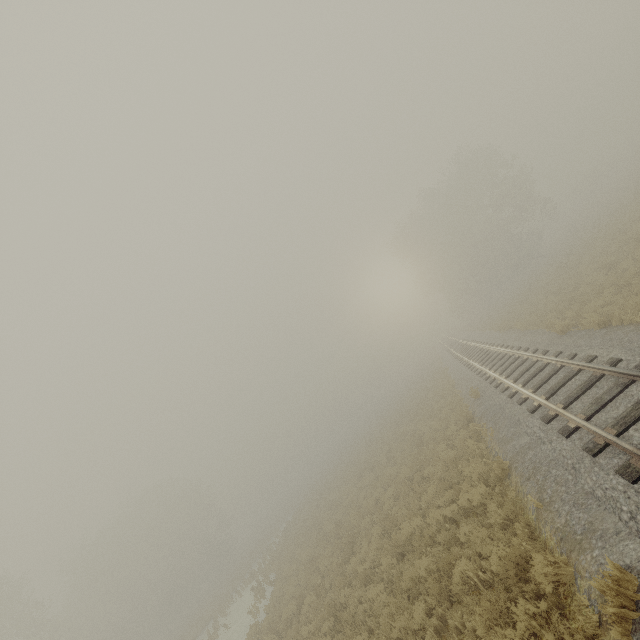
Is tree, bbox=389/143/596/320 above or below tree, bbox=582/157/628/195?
above

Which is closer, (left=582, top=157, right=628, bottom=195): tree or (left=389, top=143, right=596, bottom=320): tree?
(left=389, top=143, right=596, bottom=320): tree

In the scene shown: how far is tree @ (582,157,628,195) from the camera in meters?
53.5 m

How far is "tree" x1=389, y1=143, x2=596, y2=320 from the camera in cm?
3669

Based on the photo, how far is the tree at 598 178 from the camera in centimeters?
5352cm

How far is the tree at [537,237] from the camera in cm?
3669

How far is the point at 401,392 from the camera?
51.0m
